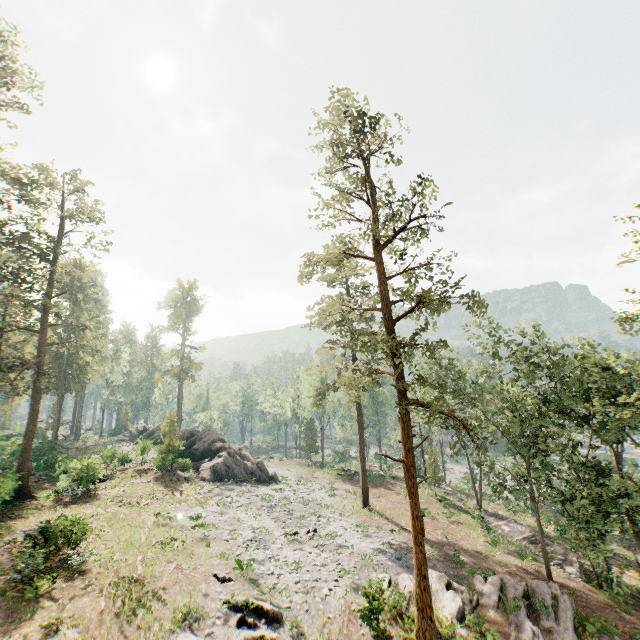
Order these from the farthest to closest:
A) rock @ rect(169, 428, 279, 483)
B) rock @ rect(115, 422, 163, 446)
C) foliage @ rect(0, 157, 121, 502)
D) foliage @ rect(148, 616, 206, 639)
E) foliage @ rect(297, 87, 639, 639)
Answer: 1. rock @ rect(115, 422, 163, 446)
2. rock @ rect(169, 428, 279, 483)
3. foliage @ rect(0, 157, 121, 502)
4. foliage @ rect(297, 87, 639, 639)
5. foliage @ rect(148, 616, 206, 639)

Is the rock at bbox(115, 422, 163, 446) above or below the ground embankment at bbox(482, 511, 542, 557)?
above

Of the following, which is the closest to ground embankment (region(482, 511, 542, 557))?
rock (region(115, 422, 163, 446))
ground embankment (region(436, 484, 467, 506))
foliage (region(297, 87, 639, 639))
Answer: foliage (region(297, 87, 639, 639))

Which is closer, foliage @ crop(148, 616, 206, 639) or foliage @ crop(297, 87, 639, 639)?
foliage @ crop(148, 616, 206, 639)

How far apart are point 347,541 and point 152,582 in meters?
14.3 m

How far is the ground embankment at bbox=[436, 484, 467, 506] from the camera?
38.79m

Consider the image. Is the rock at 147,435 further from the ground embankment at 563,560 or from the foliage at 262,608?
the ground embankment at 563,560

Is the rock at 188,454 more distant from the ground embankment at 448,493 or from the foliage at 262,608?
the ground embankment at 448,493
